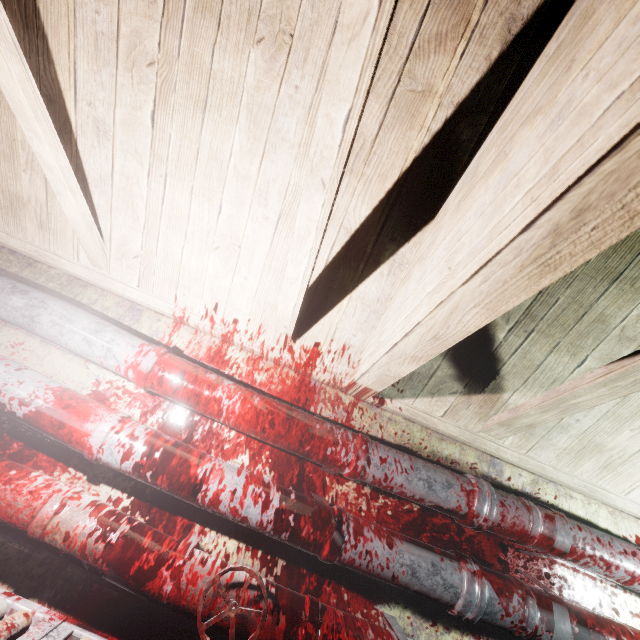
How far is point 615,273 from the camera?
1.3 meters

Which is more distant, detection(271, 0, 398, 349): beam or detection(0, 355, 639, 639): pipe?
detection(0, 355, 639, 639): pipe

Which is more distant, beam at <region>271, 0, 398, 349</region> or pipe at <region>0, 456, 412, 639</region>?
pipe at <region>0, 456, 412, 639</region>

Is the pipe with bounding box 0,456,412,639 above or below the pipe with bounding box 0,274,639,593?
below

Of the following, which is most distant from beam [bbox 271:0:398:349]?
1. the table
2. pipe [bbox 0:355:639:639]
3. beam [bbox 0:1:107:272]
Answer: the table

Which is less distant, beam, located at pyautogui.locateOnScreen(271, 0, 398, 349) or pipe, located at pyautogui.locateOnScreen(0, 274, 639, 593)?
beam, located at pyautogui.locateOnScreen(271, 0, 398, 349)

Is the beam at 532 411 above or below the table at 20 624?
above

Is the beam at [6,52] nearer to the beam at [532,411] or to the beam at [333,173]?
the beam at [333,173]
